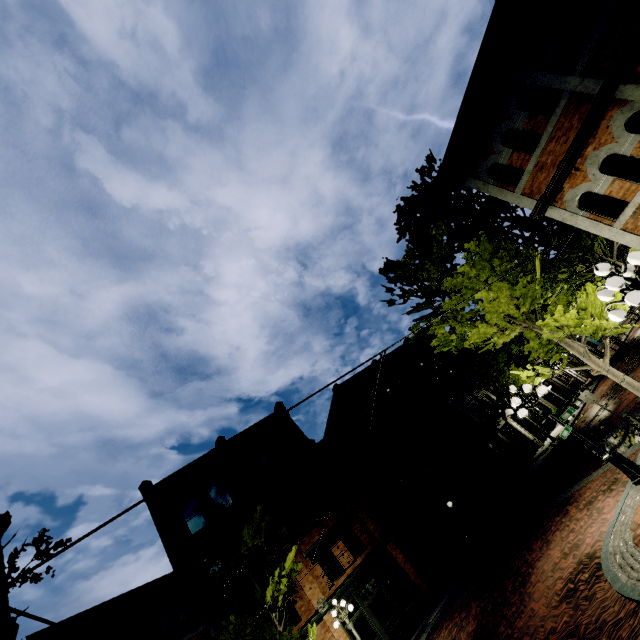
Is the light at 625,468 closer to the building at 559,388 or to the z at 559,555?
the z at 559,555

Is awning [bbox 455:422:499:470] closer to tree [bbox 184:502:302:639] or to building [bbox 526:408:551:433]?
building [bbox 526:408:551:433]

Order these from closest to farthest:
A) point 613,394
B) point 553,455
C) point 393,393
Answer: point 613,394
point 553,455
point 393,393

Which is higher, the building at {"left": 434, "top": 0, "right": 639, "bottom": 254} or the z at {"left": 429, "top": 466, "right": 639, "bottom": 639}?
the building at {"left": 434, "top": 0, "right": 639, "bottom": 254}

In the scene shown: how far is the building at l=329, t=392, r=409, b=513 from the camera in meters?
21.2 m

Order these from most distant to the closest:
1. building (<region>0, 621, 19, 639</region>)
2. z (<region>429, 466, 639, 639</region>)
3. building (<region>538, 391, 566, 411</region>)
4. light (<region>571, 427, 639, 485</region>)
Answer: building (<region>538, 391, 566, 411</region>) → building (<region>0, 621, 19, 639</region>) → light (<region>571, 427, 639, 485</region>) → z (<region>429, 466, 639, 639</region>)

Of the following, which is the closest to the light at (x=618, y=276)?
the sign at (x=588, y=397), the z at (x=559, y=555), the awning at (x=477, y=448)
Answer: the z at (x=559, y=555)

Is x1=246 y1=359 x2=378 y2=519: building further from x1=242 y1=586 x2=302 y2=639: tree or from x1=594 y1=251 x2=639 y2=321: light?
x1=594 y1=251 x2=639 y2=321: light
